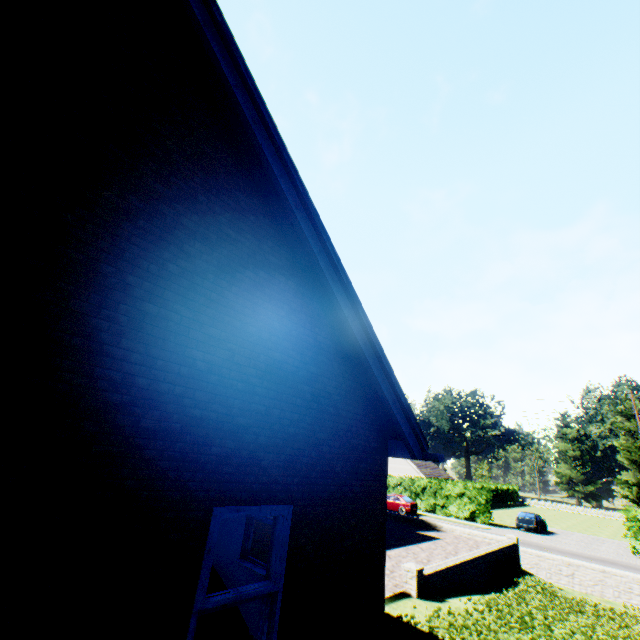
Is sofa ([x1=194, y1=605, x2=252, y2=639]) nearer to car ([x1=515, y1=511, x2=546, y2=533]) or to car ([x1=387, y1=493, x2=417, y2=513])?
car ([x1=387, y1=493, x2=417, y2=513])

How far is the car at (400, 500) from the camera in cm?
3247

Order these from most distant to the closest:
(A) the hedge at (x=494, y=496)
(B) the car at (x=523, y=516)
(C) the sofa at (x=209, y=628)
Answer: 1. (A) the hedge at (x=494, y=496)
2. (B) the car at (x=523, y=516)
3. (C) the sofa at (x=209, y=628)

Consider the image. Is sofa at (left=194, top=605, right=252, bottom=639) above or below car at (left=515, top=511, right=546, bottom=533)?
above

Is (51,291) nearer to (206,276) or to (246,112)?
(206,276)

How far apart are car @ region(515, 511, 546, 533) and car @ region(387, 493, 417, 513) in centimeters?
904cm

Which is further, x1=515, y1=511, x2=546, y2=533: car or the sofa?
x1=515, y1=511, x2=546, y2=533: car

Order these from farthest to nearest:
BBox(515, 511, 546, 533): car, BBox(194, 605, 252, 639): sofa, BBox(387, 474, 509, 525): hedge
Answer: BBox(387, 474, 509, 525): hedge → BBox(515, 511, 546, 533): car → BBox(194, 605, 252, 639): sofa
